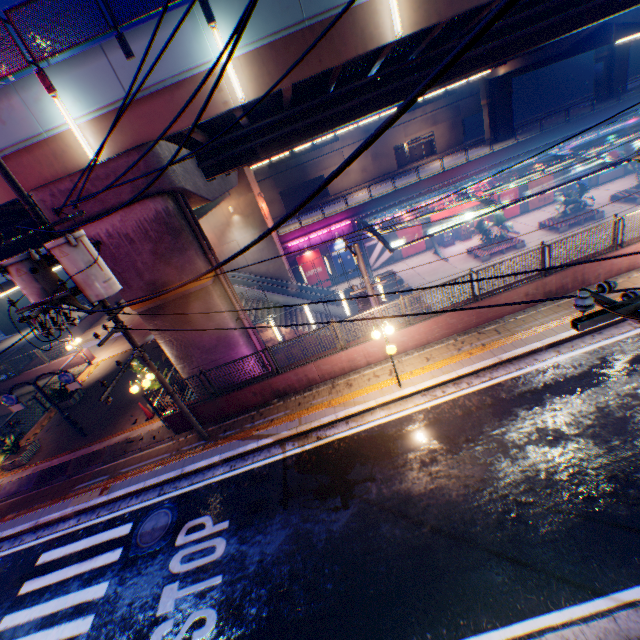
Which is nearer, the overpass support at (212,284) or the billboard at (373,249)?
the overpass support at (212,284)

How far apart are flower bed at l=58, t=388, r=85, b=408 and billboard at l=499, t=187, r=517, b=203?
37.9 meters

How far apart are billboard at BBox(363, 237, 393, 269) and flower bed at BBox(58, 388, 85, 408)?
26.2 meters

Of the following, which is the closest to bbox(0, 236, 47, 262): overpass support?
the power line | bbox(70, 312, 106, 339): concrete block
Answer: bbox(70, 312, 106, 339): concrete block

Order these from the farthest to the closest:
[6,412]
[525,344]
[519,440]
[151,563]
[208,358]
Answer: [6,412] < [208,358] < [525,344] < [151,563] < [519,440]

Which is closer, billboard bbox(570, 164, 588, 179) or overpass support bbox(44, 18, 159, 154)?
overpass support bbox(44, 18, 159, 154)

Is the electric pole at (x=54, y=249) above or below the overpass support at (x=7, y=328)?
above

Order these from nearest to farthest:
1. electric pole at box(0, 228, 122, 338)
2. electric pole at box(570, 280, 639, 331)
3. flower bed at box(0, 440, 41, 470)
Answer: electric pole at box(570, 280, 639, 331), electric pole at box(0, 228, 122, 338), flower bed at box(0, 440, 41, 470)
